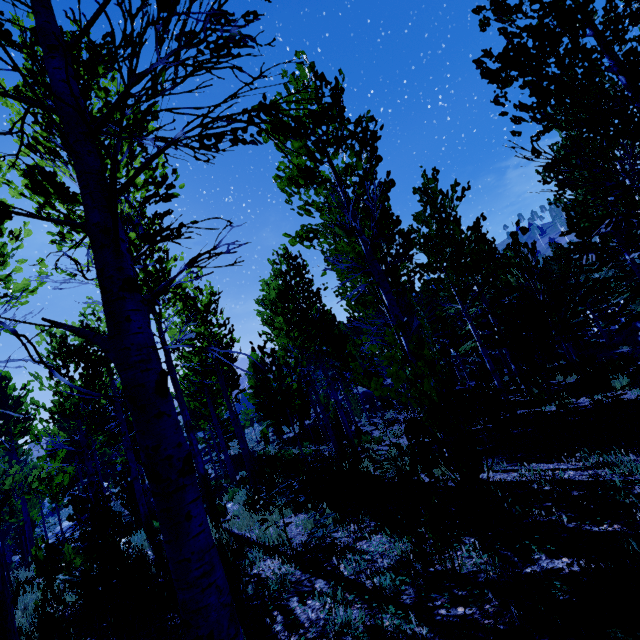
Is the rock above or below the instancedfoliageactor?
below

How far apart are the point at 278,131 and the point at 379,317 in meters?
6.8 m

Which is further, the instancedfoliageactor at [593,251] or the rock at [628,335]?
the rock at [628,335]

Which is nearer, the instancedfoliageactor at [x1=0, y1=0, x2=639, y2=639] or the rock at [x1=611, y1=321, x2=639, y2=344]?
the instancedfoliageactor at [x1=0, y1=0, x2=639, y2=639]

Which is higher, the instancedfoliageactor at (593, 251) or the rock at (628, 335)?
the instancedfoliageactor at (593, 251)
